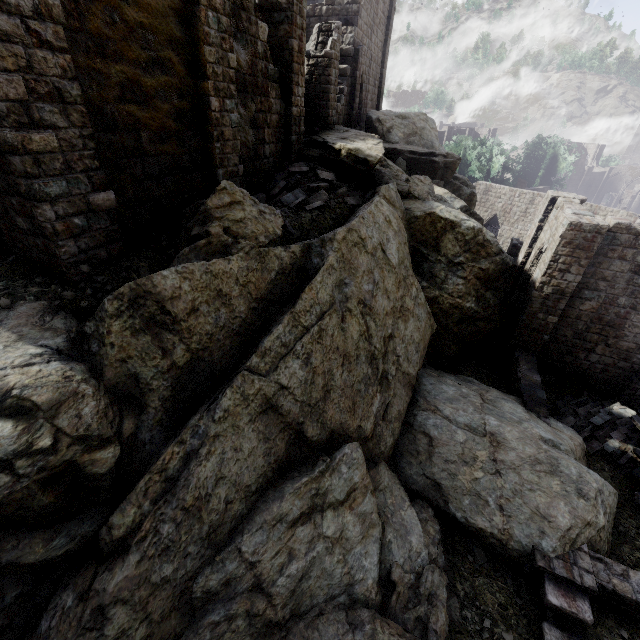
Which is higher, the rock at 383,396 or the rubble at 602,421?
the rock at 383,396

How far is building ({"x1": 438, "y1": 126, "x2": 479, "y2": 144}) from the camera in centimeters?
5190cm

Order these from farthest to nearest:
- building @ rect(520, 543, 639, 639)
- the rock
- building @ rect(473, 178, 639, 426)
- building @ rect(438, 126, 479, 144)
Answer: building @ rect(438, 126, 479, 144), building @ rect(473, 178, 639, 426), building @ rect(520, 543, 639, 639), the rock

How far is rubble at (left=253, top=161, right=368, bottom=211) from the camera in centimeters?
1139cm

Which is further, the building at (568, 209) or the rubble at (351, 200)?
the building at (568, 209)

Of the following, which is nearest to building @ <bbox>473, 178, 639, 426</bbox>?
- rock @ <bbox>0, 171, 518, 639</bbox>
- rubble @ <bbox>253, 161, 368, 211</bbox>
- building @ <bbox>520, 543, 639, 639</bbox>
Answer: rock @ <bbox>0, 171, 518, 639</bbox>

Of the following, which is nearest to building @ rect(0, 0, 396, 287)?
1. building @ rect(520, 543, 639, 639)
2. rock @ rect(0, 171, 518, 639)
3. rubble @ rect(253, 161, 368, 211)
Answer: rubble @ rect(253, 161, 368, 211)

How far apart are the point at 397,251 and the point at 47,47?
9.4m
